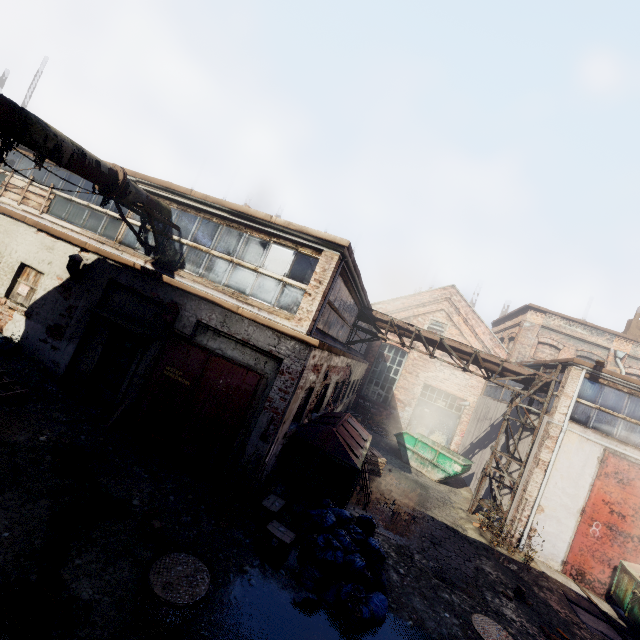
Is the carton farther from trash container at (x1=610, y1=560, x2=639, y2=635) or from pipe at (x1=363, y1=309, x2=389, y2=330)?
pipe at (x1=363, y1=309, x2=389, y2=330)

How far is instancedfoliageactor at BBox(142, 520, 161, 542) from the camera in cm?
501

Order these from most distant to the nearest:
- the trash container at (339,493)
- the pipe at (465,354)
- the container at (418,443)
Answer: the container at (418,443) < the pipe at (465,354) < the trash container at (339,493)

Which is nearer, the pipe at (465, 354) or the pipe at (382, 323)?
the pipe at (465, 354)

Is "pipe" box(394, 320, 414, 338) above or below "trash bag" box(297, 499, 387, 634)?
above

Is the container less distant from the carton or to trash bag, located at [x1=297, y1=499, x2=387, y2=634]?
trash bag, located at [x1=297, y1=499, x2=387, y2=634]

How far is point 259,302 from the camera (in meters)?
7.97

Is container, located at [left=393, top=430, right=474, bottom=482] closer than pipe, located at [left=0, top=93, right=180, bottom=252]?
No
